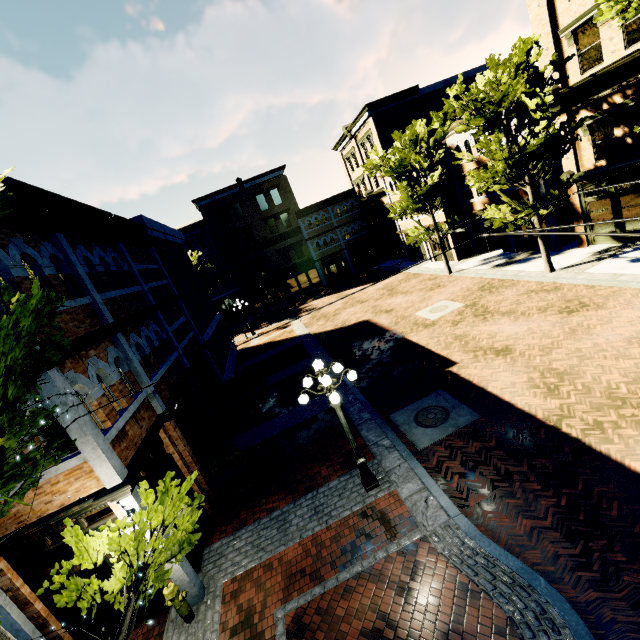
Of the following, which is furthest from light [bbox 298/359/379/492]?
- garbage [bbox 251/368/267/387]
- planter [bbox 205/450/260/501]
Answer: garbage [bbox 251/368/267/387]

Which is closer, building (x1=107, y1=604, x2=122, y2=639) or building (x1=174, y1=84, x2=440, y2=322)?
building (x1=107, y1=604, x2=122, y2=639)

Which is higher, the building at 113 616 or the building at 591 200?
the building at 591 200

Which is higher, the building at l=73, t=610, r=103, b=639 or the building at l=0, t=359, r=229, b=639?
the building at l=0, t=359, r=229, b=639

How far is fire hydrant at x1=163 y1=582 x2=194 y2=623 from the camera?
6.46m

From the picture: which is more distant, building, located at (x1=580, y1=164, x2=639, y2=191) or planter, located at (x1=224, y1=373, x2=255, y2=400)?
planter, located at (x1=224, y1=373, x2=255, y2=400)

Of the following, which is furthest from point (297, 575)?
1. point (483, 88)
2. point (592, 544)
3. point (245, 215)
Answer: point (245, 215)

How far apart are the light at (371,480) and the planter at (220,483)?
3.5 meters
